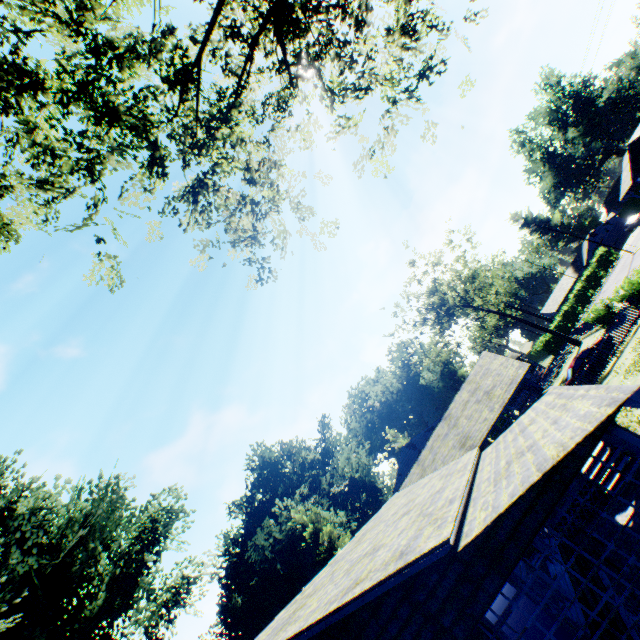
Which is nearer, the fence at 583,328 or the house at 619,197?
the house at 619,197

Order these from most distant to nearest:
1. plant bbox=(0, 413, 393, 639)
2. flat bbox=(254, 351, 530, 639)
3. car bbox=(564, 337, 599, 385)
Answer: car bbox=(564, 337, 599, 385)
plant bbox=(0, 413, 393, 639)
flat bbox=(254, 351, 530, 639)

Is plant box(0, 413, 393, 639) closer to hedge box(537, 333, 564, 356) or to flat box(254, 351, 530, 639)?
flat box(254, 351, 530, 639)

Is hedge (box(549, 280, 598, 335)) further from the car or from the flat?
the flat

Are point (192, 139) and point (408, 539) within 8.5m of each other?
no

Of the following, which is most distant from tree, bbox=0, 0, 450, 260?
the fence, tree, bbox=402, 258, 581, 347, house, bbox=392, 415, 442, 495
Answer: tree, bbox=402, 258, 581, 347

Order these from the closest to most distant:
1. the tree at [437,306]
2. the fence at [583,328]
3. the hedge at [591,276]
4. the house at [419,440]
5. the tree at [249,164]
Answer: the tree at [249,164] → the fence at [583,328] → the house at [419,440] → the tree at [437,306] → the hedge at [591,276]

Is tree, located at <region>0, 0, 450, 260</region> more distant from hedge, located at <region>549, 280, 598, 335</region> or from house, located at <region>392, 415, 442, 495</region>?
hedge, located at <region>549, 280, 598, 335</region>
